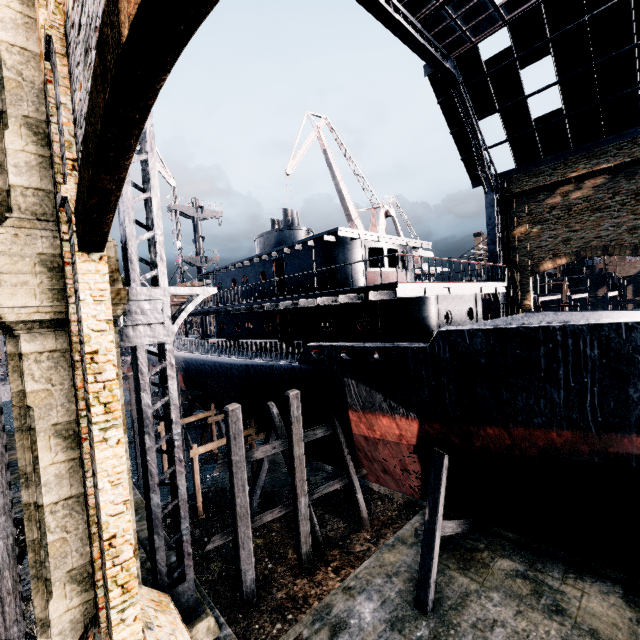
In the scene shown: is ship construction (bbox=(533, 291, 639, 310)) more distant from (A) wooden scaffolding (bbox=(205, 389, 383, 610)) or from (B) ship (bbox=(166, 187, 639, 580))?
(A) wooden scaffolding (bbox=(205, 389, 383, 610))

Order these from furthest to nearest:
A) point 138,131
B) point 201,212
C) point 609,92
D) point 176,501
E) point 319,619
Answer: point 201,212 → point 609,92 → point 319,619 → point 176,501 → point 138,131

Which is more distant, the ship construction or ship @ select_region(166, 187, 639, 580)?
the ship construction

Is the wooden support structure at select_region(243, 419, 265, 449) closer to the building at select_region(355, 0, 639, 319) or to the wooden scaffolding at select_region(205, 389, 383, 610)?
the wooden scaffolding at select_region(205, 389, 383, 610)

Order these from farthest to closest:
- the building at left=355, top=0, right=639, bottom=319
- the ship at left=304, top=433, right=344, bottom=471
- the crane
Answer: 1. the crane
2. the building at left=355, top=0, right=639, bottom=319
3. the ship at left=304, top=433, right=344, bottom=471

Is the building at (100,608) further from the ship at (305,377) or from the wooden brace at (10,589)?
the ship at (305,377)

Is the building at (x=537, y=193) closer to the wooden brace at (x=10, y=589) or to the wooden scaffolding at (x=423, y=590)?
the wooden brace at (x=10, y=589)

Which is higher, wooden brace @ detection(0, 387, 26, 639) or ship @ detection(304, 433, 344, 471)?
wooden brace @ detection(0, 387, 26, 639)
